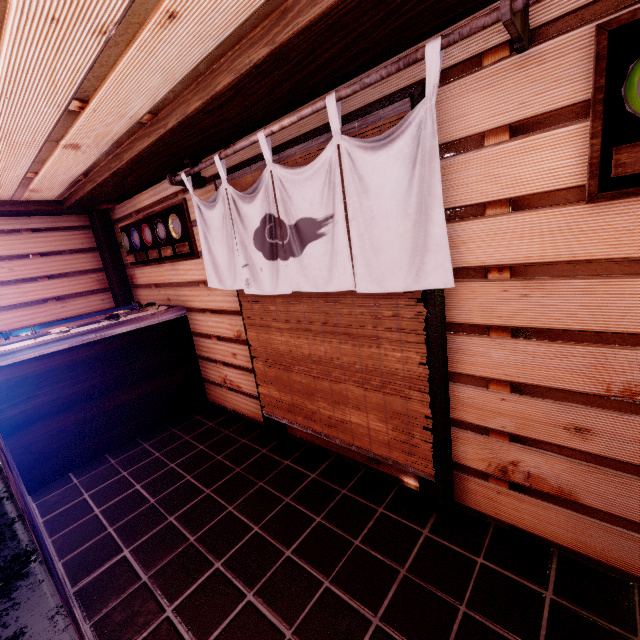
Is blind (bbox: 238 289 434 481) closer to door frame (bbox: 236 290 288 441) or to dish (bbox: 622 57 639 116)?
door frame (bbox: 236 290 288 441)

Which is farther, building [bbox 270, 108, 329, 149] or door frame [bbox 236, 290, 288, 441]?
door frame [bbox 236, 290, 288, 441]

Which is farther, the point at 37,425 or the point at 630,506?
the point at 37,425

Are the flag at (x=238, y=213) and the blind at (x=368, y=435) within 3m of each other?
yes

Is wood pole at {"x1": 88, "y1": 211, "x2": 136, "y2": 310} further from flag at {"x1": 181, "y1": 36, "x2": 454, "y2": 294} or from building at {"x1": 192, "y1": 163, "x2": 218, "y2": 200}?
flag at {"x1": 181, "y1": 36, "x2": 454, "y2": 294}

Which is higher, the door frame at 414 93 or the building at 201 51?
the building at 201 51

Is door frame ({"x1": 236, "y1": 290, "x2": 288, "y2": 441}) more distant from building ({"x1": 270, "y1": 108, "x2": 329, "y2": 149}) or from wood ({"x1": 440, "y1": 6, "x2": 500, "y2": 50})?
wood ({"x1": 440, "y1": 6, "x2": 500, "y2": 50})

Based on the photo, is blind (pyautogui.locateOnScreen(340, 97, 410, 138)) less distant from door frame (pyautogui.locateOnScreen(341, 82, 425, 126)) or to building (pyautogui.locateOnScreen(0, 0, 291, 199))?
door frame (pyautogui.locateOnScreen(341, 82, 425, 126))
